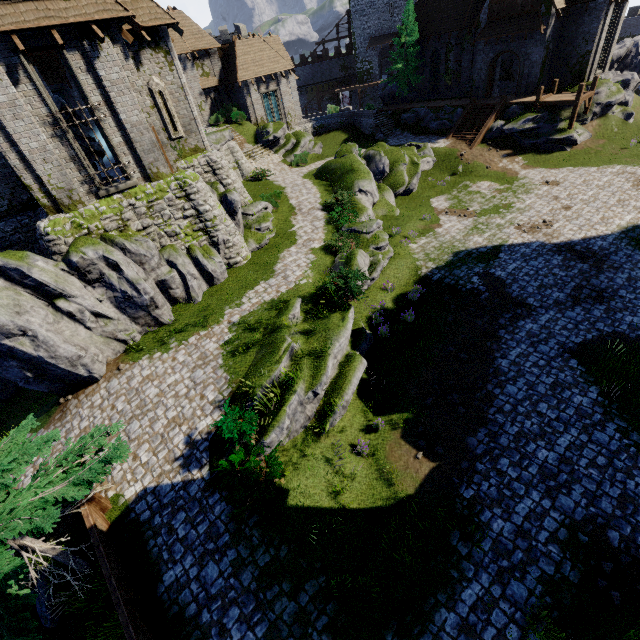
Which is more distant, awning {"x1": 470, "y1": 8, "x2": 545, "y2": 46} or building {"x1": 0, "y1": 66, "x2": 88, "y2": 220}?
awning {"x1": 470, "y1": 8, "x2": 545, "y2": 46}

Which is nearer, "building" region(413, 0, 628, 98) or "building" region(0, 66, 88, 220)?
"building" region(0, 66, 88, 220)

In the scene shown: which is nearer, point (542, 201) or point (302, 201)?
point (542, 201)

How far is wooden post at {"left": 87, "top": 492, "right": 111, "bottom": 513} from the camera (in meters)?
9.44

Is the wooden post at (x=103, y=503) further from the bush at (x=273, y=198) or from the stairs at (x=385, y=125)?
the stairs at (x=385, y=125)

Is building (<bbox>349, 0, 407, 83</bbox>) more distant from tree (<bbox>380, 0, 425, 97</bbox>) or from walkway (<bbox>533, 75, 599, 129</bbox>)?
walkway (<bbox>533, 75, 599, 129</bbox>)

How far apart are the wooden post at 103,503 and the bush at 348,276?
11.0m

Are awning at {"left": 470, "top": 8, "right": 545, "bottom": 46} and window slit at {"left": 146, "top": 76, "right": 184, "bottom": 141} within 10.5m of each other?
no
